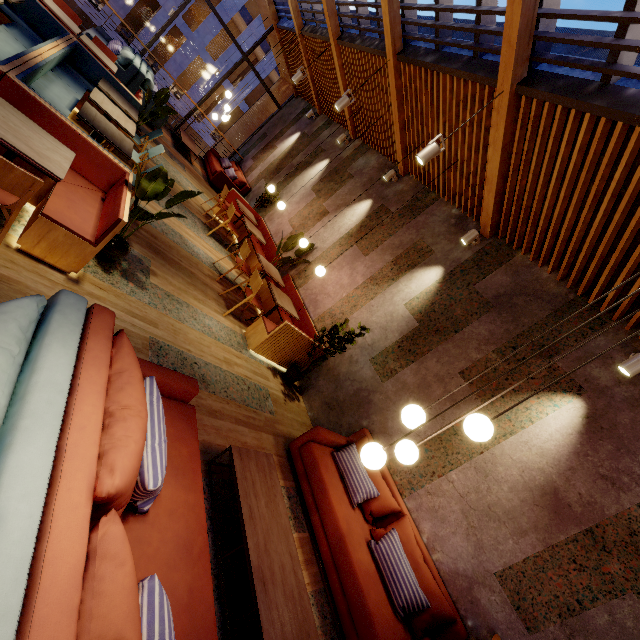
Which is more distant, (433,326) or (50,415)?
(433,326)

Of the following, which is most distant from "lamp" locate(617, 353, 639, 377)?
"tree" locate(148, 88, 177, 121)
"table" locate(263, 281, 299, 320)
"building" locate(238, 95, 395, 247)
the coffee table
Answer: "tree" locate(148, 88, 177, 121)

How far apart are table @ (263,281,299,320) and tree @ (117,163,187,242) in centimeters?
219cm

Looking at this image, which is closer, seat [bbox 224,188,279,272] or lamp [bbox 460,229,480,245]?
lamp [bbox 460,229,480,245]

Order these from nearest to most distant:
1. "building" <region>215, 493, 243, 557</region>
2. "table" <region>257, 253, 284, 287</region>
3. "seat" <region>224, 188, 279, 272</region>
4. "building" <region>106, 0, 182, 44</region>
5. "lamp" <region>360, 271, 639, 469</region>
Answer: "lamp" <region>360, 271, 639, 469</region>
"building" <region>215, 493, 243, 557</region>
"table" <region>257, 253, 284, 287</region>
"seat" <region>224, 188, 279, 272</region>
"building" <region>106, 0, 182, 44</region>

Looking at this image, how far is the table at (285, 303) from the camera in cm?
555

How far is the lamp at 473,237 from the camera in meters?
5.1

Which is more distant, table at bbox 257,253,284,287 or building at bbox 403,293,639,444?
table at bbox 257,253,284,287
